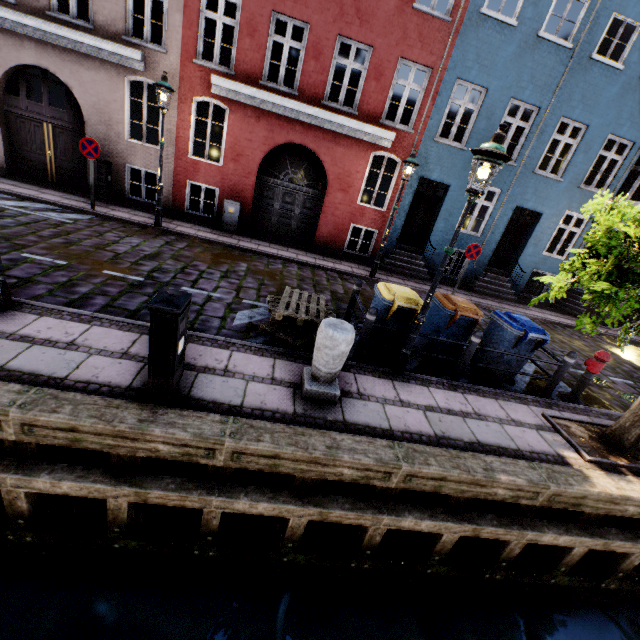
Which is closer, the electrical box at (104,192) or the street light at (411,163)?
the street light at (411,163)

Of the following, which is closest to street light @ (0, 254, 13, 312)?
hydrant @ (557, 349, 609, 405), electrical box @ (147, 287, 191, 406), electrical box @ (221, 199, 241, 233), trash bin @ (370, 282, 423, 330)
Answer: electrical box @ (147, 287, 191, 406)

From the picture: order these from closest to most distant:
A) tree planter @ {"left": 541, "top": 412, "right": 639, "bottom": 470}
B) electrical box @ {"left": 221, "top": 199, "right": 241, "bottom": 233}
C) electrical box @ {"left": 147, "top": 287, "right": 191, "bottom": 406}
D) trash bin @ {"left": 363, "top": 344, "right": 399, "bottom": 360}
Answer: electrical box @ {"left": 147, "top": 287, "right": 191, "bottom": 406} < tree planter @ {"left": 541, "top": 412, "right": 639, "bottom": 470} < trash bin @ {"left": 363, "top": 344, "right": 399, "bottom": 360} < electrical box @ {"left": 221, "top": 199, "right": 241, "bottom": 233}

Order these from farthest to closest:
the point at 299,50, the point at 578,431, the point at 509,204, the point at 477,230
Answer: the point at 299,50, the point at 477,230, the point at 509,204, the point at 578,431

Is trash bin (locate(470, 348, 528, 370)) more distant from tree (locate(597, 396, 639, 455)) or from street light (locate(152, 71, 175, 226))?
street light (locate(152, 71, 175, 226))

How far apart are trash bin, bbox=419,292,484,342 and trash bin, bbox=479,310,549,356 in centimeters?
35cm

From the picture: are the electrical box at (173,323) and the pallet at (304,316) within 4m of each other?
yes

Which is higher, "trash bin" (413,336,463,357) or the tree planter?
"trash bin" (413,336,463,357)
